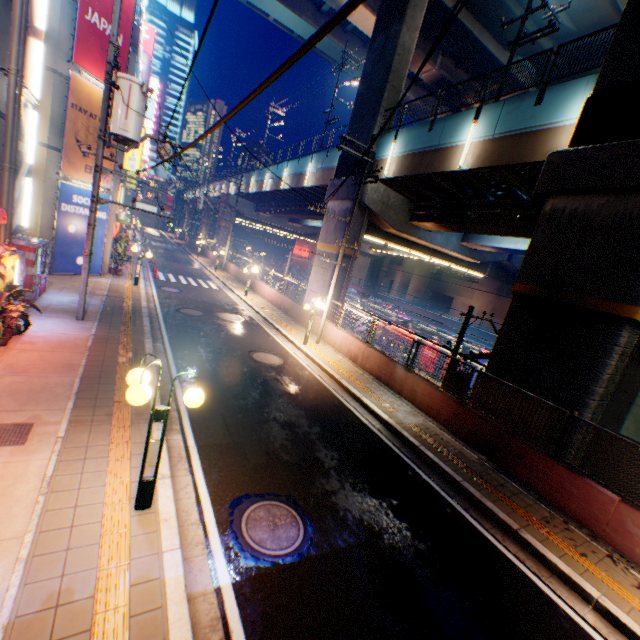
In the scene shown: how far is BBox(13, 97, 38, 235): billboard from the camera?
10.33m

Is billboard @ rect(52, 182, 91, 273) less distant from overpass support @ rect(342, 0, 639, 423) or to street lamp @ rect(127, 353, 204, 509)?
overpass support @ rect(342, 0, 639, 423)

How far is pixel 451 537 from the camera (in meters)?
6.14

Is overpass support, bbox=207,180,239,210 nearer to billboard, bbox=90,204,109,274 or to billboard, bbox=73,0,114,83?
billboard, bbox=73,0,114,83

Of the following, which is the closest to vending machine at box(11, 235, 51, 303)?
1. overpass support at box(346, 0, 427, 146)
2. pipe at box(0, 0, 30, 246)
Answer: pipe at box(0, 0, 30, 246)

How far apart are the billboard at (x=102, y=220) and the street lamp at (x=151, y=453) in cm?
1524

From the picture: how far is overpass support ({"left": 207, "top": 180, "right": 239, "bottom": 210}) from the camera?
45.0 meters

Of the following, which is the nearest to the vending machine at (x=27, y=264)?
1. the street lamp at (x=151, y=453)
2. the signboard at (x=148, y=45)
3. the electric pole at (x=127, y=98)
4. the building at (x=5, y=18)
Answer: the building at (x=5, y=18)
